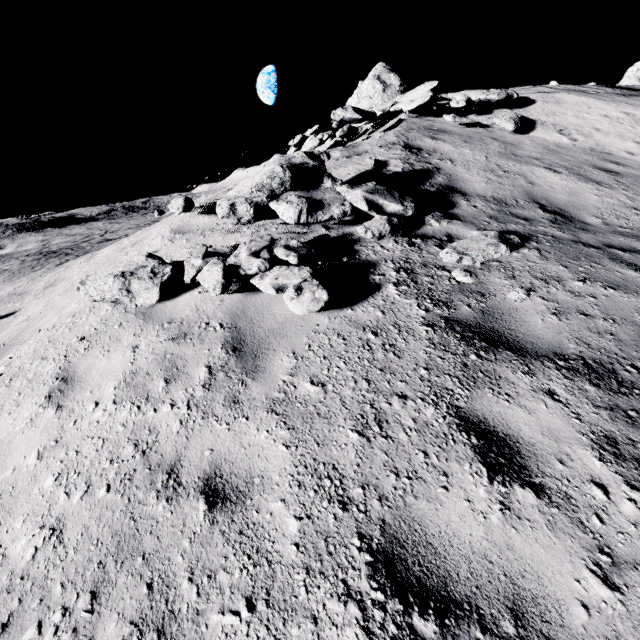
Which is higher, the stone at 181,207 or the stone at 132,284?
the stone at 181,207

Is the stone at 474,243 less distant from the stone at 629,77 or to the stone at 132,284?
the stone at 132,284

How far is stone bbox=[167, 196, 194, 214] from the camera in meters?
5.8 m

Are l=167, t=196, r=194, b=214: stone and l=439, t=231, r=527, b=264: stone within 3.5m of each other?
no

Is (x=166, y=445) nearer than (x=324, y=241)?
Yes

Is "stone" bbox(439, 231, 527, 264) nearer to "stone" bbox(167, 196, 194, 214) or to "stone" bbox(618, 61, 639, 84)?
"stone" bbox(167, 196, 194, 214)

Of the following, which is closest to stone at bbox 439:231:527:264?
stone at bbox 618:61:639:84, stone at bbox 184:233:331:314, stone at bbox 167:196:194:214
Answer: stone at bbox 184:233:331:314

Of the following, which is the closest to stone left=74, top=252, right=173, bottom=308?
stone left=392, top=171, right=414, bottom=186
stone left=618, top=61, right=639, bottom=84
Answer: stone left=392, top=171, right=414, bottom=186
